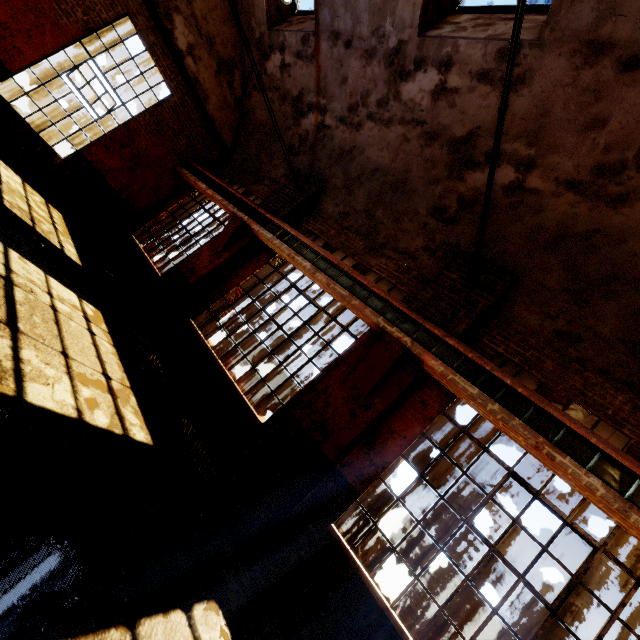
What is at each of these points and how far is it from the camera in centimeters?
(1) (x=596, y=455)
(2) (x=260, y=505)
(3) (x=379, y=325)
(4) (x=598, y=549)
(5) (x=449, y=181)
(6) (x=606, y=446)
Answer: (1) beam, 342cm
(2) building, 427cm
(3) crane rail, 497cm
(4) window frame, 350cm
(5) building, 582cm
(6) crane rail, 340cm

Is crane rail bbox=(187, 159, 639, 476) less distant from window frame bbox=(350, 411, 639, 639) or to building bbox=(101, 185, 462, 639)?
building bbox=(101, 185, 462, 639)

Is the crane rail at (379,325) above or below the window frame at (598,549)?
above

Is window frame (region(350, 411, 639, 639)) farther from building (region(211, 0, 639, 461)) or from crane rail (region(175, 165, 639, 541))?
crane rail (region(175, 165, 639, 541))

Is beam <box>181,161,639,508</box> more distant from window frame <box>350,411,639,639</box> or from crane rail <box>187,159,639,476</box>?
window frame <box>350,411,639,639</box>

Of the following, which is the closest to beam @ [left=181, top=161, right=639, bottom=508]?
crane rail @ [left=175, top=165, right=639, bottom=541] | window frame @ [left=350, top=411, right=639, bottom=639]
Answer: crane rail @ [left=175, top=165, right=639, bottom=541]

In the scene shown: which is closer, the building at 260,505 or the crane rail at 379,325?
the crane rail at 379,325
